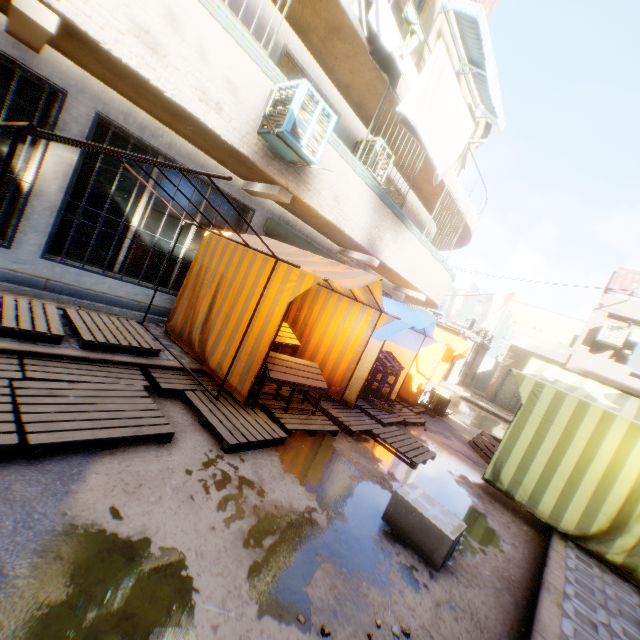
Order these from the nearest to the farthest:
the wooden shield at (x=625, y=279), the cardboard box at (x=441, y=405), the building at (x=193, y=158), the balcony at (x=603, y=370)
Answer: the building at (x=193, y=158) < the cardboard box at (x=441, y=405) < the balcony at (x=603, y=370) < the wooden shield at (x=625, y=279)

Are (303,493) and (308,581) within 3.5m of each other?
yes

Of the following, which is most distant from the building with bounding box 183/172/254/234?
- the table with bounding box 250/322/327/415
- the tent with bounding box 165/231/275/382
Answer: the table with bounding box 250/322/327/415

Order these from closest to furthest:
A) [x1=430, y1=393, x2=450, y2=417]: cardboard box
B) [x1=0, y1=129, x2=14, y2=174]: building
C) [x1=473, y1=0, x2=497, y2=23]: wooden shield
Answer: [x1=0, y1=129, x2=14, y2=174]: building, [x1=473, y1=0, x2=497, y2=23]: wooden shield, [x1=430, y1=393, x2=450, y2=417]: cardboard box

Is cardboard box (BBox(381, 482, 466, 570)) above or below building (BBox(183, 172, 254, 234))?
below

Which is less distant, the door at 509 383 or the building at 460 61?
the building at 460 61

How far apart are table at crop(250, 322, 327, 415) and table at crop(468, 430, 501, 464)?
5.11m
